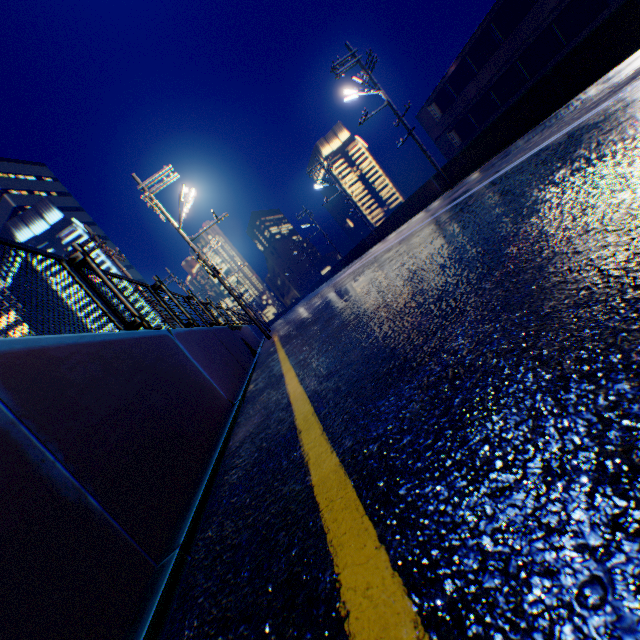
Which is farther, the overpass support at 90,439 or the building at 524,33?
the building at 524,33

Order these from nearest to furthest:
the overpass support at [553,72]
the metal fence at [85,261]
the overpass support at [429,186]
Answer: the metal fence at [85,261]
the overpass support at [553,72]
the overpass support at [429,186]

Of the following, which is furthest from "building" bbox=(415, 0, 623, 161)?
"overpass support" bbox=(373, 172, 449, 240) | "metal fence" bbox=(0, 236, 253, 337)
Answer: "metal fence" bbox=(0, 236, 253, 337)

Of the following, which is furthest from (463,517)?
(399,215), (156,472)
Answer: (399,215)

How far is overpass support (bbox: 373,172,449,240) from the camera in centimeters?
1962cm

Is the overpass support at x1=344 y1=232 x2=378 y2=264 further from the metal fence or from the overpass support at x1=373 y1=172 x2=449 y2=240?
the overpass support at x1=373 y1=172 x2=449 y2=240

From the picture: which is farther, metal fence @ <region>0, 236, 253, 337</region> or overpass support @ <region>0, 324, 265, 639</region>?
metal fence @ <region>0, 236, 253, 337</region>

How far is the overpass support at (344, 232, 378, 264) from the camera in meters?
32.2
